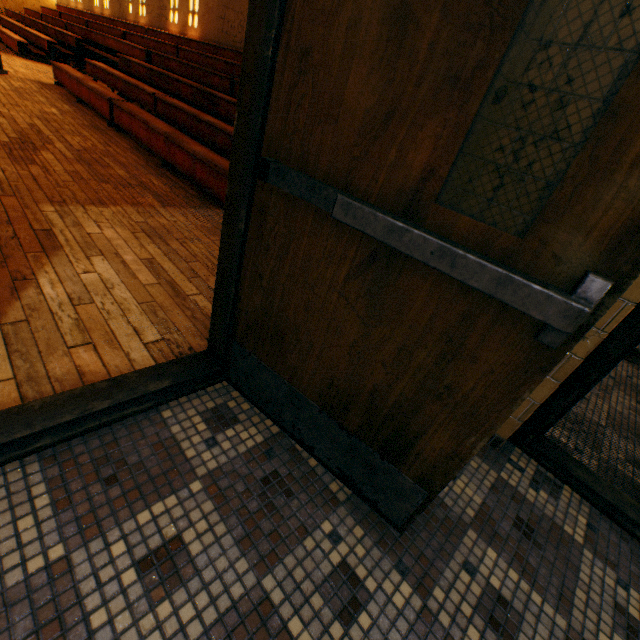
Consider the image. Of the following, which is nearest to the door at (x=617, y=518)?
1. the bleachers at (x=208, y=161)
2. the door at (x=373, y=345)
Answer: the door at (x=373, y=345)

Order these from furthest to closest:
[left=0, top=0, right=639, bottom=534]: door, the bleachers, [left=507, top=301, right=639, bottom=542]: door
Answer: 1. the bleachers
2. [left=507, top=301, right=639, bottom=542]: door
3. [left=0, top=0, right=639, bottom=534]: door

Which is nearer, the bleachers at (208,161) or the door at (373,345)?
the door at (373,345)

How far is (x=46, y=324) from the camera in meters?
1.6

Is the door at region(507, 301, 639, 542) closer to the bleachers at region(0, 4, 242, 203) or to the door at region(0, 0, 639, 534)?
the door at region(0, 0, 639, 534)

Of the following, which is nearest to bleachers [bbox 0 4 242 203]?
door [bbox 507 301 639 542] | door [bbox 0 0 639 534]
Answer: door [bbox 0 0 639 534]
